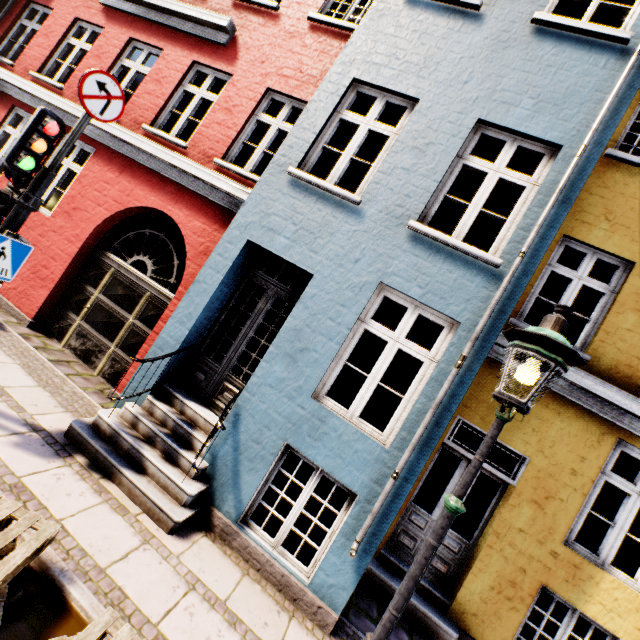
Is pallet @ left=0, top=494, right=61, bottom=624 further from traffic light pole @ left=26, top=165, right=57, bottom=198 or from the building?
traffic light pole @ left=26, top=165, right=57, bottom=198

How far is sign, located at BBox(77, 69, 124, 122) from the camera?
3.64m

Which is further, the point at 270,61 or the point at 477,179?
the point at 477,179

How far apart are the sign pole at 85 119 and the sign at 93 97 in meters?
0.0

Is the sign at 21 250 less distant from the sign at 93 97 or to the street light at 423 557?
the sign at 93 97

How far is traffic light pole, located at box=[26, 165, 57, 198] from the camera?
3.7m

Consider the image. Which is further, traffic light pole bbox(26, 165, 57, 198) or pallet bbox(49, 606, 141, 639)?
traffic light pole bbox(26, 165, 57, 198)

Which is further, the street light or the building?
the building
